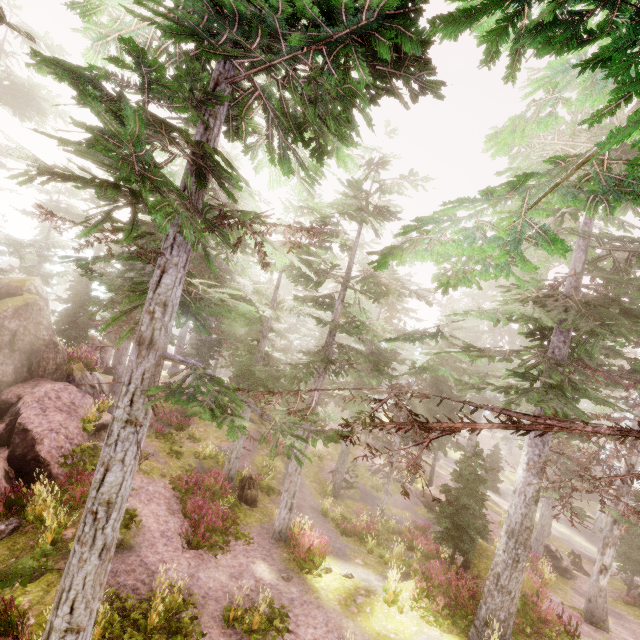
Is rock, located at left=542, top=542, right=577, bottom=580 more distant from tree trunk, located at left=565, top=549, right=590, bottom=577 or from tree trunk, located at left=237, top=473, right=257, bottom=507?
tree trunk, located at left=237, top=473, right=257, bottom=507

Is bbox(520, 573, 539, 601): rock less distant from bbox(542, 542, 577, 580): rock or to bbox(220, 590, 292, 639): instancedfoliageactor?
bbox(220, 590, 292, 639): instancedfoliageactor

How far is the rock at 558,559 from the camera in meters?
22.2 m

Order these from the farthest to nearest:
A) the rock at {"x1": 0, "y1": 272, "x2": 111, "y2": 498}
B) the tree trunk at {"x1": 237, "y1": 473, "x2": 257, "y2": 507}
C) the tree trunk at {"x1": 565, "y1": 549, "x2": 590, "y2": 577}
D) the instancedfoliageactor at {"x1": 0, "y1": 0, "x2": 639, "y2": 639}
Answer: the tree trunk at {"x1": 565, "y1": 549, "x2": 590, "y2": 577}, the tree trunk at {"x1": 237, "y1": 473, "x2": 257, "y2": 507}, the rock at {"x1": 0, "y1": 272, "x2": 111, "y2": 498}, the instancedfoliageactor at {"x1": 0, "y1": 0, "x2": 639, "y2": 639}

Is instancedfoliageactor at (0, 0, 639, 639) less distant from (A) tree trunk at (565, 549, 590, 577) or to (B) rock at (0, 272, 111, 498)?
(B) rock at (0, 272, 111, 498)

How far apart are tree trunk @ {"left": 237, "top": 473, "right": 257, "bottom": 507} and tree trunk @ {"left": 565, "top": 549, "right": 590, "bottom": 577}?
25.0 meters

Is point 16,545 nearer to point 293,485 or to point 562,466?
point 293,485

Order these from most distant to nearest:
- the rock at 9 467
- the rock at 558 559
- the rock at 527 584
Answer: the rock at 558 559 → the rock at 527 584 → the rock at 9 467
